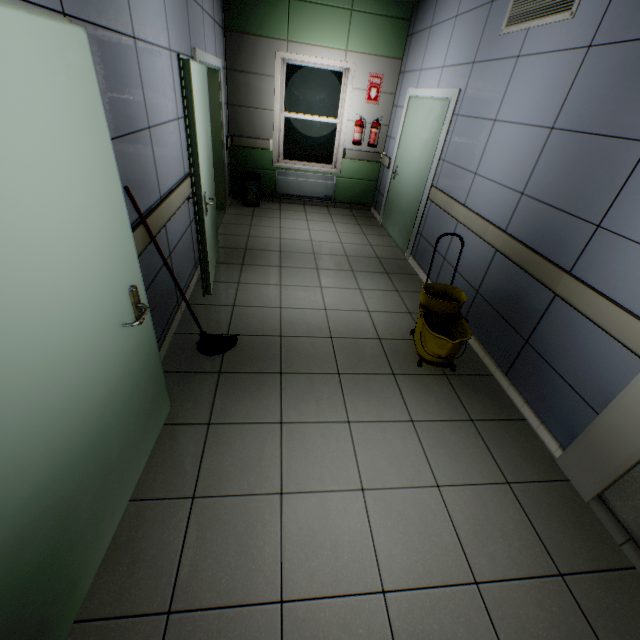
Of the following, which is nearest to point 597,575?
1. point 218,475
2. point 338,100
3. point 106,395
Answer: point 218,475

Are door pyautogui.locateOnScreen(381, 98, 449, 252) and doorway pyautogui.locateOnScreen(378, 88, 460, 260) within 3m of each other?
yes

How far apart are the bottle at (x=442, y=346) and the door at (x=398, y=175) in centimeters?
188cm

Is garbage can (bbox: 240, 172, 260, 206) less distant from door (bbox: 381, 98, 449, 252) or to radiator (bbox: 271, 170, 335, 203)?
radiator (bbox: 271, 170, 335, 203)

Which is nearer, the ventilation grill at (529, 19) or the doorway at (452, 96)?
the ventilation grill at (529, 19)

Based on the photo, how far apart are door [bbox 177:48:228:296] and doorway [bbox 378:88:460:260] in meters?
2.8

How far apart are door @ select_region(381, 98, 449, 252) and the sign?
0.9m

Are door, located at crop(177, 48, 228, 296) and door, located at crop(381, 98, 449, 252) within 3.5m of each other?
yes
